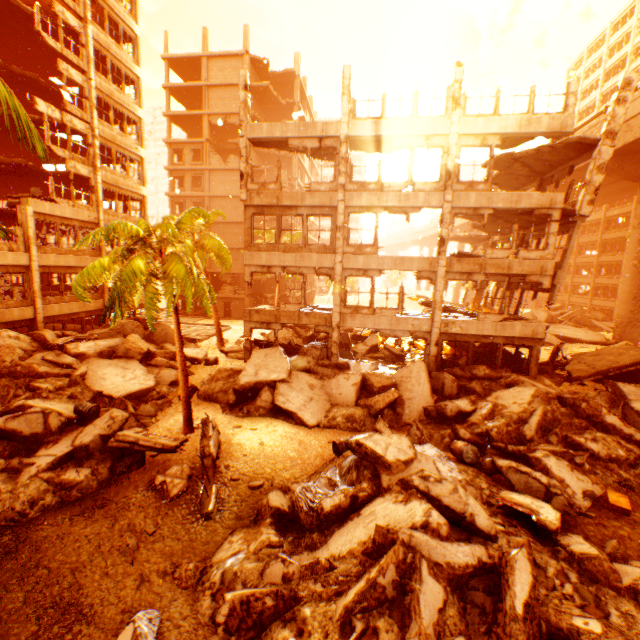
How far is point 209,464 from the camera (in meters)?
9.70

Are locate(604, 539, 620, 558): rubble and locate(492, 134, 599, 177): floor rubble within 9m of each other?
no

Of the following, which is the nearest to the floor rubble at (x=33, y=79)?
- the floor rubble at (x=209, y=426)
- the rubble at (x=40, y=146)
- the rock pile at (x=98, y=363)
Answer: the rubble at (x=40, y=146)

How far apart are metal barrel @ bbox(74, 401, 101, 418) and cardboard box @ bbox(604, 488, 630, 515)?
15.5m

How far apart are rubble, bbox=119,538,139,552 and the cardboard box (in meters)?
10.96

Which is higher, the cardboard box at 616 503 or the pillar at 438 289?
the pillar at 438 289

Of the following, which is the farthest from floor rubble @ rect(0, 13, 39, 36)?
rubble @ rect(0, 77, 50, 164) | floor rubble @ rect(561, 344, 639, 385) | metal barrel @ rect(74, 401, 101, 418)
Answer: floor rubble @ rect(561, 344, 639, 385)

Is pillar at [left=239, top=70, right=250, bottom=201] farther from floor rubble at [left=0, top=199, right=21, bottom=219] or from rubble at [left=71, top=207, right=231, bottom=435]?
floor rubble at [left=0, top=199, right=21, bottom=219]
